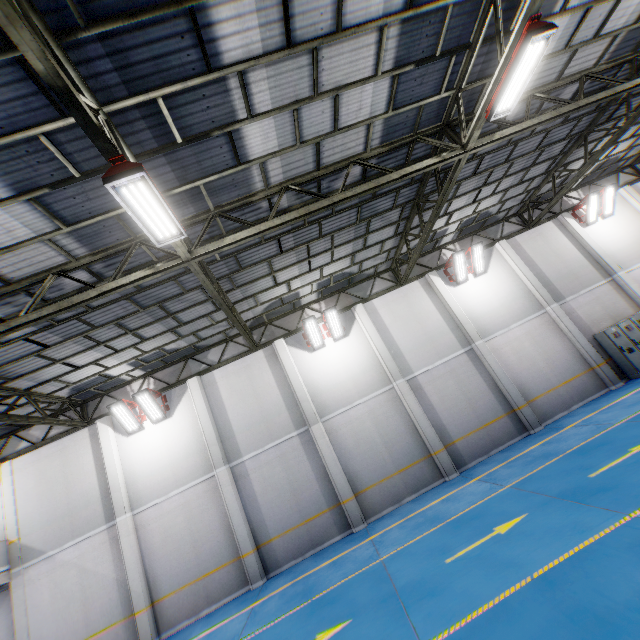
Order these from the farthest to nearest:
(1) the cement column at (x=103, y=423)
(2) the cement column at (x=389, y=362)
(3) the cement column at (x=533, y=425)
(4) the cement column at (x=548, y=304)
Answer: (4) the cement column at (x=548, y=304) → (3) the cement column at (x=533, y=425) → (2) the cement column at (x=389, y=362) → (1) the cement column at (x=103, y=423)

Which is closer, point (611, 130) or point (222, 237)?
point (222, 237)

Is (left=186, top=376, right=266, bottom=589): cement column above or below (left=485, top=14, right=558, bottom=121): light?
below

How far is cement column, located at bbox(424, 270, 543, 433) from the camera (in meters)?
12.97

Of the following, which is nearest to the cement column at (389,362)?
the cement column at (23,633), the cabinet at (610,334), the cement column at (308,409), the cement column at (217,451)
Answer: the cement column at (308,409)

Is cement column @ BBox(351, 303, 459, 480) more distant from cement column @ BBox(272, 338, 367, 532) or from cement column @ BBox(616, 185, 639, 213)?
Answer: cement column @ BBox(616, 185, 639, 213)

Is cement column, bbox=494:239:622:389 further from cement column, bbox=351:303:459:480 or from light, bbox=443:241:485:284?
cement column, bbox=351:303:459:480

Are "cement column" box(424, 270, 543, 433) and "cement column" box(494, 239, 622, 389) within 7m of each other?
yes
